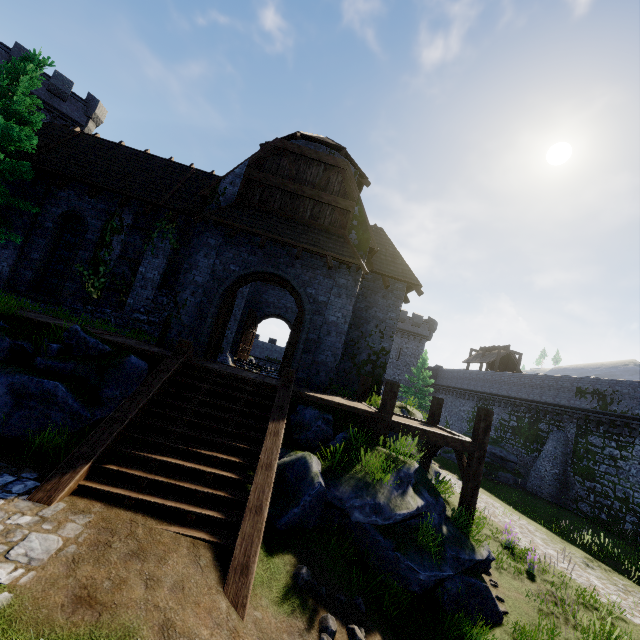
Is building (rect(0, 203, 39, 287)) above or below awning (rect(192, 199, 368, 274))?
below

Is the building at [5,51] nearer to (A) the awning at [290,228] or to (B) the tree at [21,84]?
(B) the tree at [21,84]

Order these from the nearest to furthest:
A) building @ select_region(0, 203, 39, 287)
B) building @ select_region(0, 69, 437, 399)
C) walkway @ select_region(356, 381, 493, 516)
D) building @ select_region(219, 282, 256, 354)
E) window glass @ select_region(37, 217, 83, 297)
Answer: walkway @ select_region(356, 381, 493, 516) → building @ select_region(0, 69, 437, 399) → building @ select_region(0, 203, 39, 287) → window glass @ select_region(37, 217, 83, 297) → building @ select_region(219, 282, 256, 354)

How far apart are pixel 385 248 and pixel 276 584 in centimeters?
1453cm

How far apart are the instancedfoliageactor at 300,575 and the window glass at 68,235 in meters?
15.1

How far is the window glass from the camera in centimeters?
1421cm

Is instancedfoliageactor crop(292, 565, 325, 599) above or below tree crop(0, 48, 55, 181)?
below

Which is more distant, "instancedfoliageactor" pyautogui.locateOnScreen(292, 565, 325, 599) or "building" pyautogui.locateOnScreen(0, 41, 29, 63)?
"building" pyautogui.locateOnScreen(0, 41, 29, 63)
